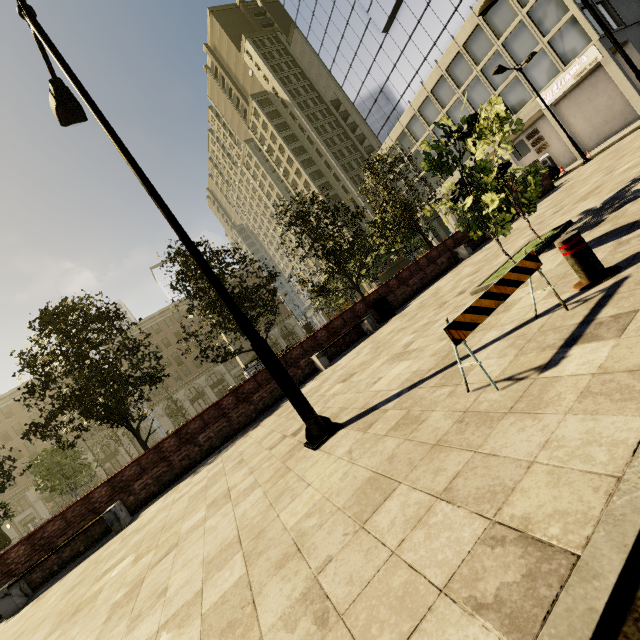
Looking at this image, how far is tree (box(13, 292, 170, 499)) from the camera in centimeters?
1070cm

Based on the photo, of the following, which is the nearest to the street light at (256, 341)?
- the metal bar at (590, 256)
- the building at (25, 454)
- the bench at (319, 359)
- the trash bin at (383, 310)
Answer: the metal bar at (590, 256)

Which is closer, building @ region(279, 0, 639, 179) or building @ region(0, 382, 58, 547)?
building @ region(279, 0, 639, 179)

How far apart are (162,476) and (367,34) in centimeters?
5214cm

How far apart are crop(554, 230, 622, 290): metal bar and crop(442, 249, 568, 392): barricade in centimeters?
44cm

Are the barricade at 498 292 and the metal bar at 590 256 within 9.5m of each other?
yes

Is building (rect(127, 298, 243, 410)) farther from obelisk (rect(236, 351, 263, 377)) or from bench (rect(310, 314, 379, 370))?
bench (rect(310, 314, 379, 370))

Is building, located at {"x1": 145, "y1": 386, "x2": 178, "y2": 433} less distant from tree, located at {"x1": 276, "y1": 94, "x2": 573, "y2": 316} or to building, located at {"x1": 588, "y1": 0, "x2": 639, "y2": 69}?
tree, located at {"x1": 276, "y1": 94, "x2": 573, "y2": 316}
